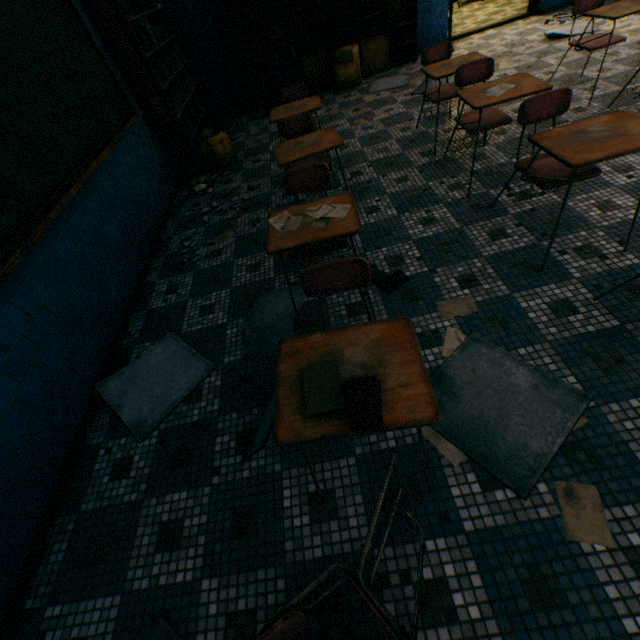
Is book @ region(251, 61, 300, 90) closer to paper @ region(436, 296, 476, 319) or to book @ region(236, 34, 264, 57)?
book @ region(236, 34, 264, 57)

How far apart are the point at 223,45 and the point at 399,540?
7.5m

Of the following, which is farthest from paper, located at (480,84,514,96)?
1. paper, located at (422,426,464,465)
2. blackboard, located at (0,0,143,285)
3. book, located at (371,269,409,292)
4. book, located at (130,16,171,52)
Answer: book, located at (130,16,171,52)

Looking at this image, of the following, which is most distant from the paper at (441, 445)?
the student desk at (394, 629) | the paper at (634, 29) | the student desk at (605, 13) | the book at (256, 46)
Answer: the book at (256, 46)

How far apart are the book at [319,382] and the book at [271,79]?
→ 6.5m

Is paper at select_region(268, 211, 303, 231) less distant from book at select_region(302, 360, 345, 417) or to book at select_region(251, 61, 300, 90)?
book at select_region(302, 360, 345, 417)

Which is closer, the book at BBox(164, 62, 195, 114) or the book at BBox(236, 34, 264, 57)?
the book at BBox(164, 62, 195, 114)

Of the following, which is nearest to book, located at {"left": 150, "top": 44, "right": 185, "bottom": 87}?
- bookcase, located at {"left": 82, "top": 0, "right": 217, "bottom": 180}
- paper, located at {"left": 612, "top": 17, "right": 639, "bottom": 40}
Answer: bookcase, located at {"left": 82, "top": 0, "right": 217, "bottom": 180}
